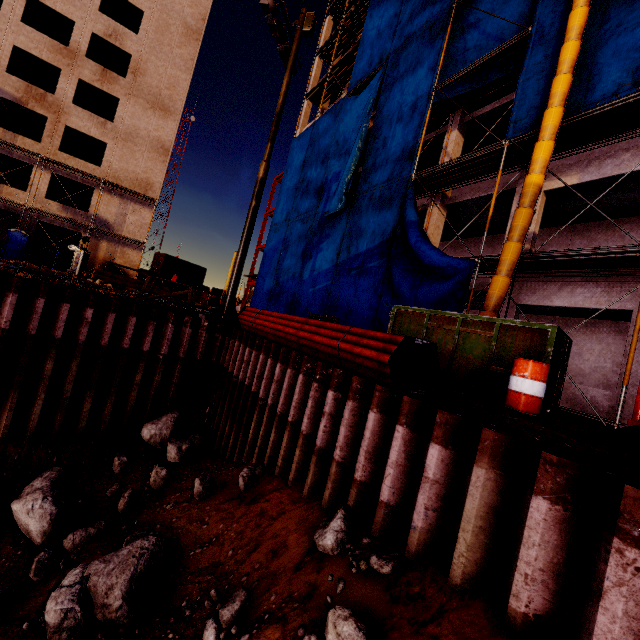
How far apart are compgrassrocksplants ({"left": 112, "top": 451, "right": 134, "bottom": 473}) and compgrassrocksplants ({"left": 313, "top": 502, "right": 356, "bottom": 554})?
6.37m

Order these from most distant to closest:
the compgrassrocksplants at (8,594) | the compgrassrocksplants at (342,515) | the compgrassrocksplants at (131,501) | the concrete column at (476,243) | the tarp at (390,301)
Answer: the concrete column at (476,243) → the tarp at (390,301) → the compgrassrocksplants at (131,501) → the compgrassrocksplants at (8,594) → the compgrassrocksplants at (342,515)

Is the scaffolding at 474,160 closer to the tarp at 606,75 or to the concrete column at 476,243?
the tarp at 606,75

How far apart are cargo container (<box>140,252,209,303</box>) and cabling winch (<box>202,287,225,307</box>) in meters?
13.1 m

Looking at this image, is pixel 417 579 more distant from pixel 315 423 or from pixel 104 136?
pixel 104 136

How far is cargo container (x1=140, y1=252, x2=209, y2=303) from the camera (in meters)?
38.41

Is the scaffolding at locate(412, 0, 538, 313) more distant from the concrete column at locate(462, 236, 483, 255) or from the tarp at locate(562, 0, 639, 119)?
the concrete column at locate(462, 236, 483, 255)

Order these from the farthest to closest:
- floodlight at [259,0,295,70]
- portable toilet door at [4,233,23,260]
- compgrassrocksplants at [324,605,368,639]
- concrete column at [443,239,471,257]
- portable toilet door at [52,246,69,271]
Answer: portable toilet door at [52,246,69,271], portable toilet door at [4,233,23,260], concrete column at [443,239,471,257], floodlight at [259,0,295,70], compgrassrocksplants at [324,605,368,639]
